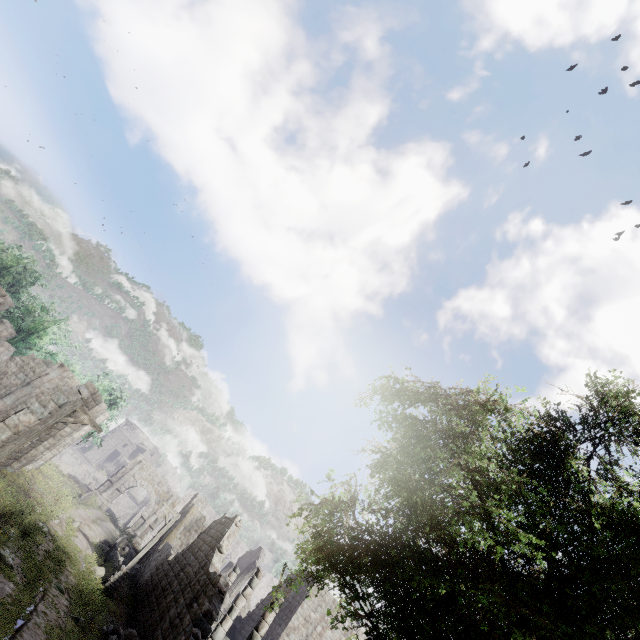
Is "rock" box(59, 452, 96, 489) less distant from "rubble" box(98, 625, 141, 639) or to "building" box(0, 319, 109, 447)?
"building" box(0, 319, 109, 447)

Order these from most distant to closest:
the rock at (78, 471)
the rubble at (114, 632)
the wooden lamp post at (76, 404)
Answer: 1. the rock at (78, 471)
2. the rubble at (114, 632)
3. the wooden lamp post at (76, 404)

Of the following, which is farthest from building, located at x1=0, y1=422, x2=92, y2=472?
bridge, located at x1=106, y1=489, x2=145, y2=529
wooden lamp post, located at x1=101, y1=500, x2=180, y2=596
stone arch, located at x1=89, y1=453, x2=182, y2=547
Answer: bridge, located at x1=106, y1=489, x2=145, y2=529

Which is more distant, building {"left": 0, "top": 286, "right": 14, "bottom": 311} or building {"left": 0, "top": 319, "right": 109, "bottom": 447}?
building {"left": 0, "top": 286, "right": 14, "bottom": 311}

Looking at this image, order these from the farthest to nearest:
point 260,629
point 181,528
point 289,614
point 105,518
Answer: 1. point 105,518
2. point 181,528
3. point 289,614
4. point 260,629

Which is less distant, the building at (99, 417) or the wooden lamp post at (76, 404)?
the wooden lamp post at (76, 404)
